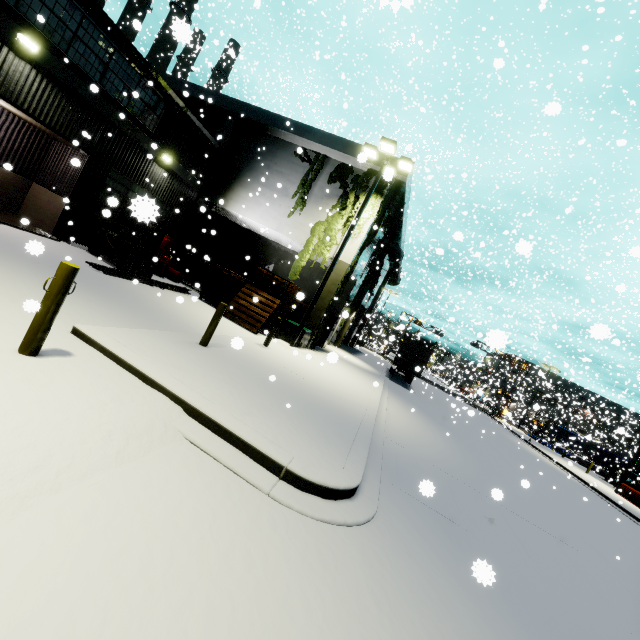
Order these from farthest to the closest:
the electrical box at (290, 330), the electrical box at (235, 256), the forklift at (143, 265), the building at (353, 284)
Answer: the electrical box at (235, 256) → the building at (353, 284) → the electrical box at (290, 330) → the forklift at (143, 265)

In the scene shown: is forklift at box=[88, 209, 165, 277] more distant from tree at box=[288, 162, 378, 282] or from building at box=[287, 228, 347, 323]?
tree at box=[288, 162, 378, 282]

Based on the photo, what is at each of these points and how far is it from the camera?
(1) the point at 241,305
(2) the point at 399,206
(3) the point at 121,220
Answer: (1) pallet, 16.3 meters
(2) building, 19.4 meters
(3) building, 14.7 meters

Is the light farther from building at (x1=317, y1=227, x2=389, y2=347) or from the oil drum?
the oil drum

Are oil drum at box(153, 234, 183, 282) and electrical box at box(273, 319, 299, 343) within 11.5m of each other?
yes

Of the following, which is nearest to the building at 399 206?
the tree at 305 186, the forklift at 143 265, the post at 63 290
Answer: the tree at 305 186

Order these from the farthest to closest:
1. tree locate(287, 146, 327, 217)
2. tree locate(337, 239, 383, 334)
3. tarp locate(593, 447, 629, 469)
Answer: tarp locate(593, 447, 629, 469)
tree locate(337, 239, 383, 334)
tree locate(287, 146, 327, 217)

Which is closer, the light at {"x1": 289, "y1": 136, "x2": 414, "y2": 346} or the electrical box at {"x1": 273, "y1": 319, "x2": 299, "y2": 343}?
the light at {"x1": 289, "y1": 136, "x2": 414, "y2": 346}
